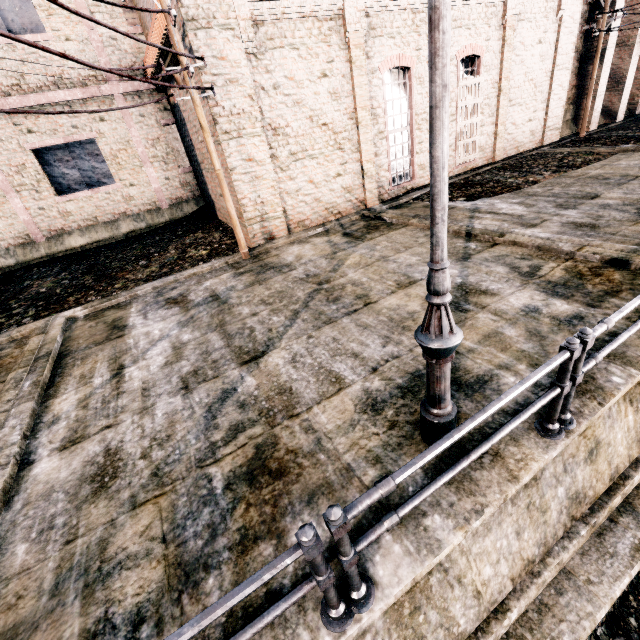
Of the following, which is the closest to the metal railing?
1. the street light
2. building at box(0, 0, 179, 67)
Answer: the street light

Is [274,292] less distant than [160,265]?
Yes

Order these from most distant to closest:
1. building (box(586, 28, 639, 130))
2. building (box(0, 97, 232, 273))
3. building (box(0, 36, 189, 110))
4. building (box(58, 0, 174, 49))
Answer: building (box(586, 28, 639, 130)), building (box(0, 97, 232, 273)), building (box(0, 36, 189, 110)), building (box(58, 0, 174, 49))

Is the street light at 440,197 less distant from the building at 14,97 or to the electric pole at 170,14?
the electric pole at 170,14

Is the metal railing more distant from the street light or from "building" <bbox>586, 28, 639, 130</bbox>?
"building" <bbox>586, 28, 639, 130</bbox>

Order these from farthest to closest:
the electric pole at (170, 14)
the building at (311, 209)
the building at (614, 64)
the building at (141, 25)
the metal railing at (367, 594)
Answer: the building at (614, 64) < the building at (141, 25) < the building at (311, 209) < the electric pole at (170, 14) < the metal railing at (367, 594)

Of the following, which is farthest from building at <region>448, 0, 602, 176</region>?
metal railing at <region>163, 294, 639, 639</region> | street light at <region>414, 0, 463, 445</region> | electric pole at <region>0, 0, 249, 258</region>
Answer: metal railing at <region>163, 294, 639, 639</region>

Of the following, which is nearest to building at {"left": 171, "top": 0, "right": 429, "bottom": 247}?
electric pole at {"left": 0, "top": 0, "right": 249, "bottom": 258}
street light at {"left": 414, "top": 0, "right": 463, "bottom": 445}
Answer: electric pole at {"left": 0, "top": 0, "right": 249, "bottom": 258}
